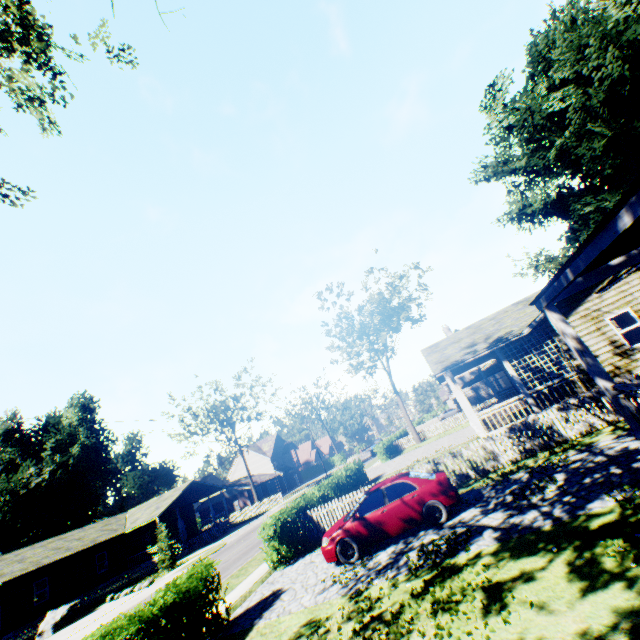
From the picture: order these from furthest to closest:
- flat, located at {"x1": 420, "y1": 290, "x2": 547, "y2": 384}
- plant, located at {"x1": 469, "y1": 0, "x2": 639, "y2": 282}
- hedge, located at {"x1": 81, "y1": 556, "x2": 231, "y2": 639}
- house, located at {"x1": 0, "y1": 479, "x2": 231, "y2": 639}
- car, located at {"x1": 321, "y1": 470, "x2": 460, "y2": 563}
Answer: plant, located at {"x1": 469, "y1": 0, "x2": 639, "y2": 282} → house, located at {"x1": 0, "y1": 479, "x2": 231, "y2": 639} → flat, located at {"x1": 420, "y1": 290, "x2": 547, "y2": 384} → car, located at {"x1": 321, "y1": 470, "x2": 460, "y2": 563} → hedge, located at {"x1": 81, "y1": 556, "x2": 231, "y2": 639}

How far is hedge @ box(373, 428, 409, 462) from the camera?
35.0m

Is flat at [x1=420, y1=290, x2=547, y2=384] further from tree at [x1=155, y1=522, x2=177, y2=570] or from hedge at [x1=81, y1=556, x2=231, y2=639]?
tree at [x1=155, y1=522, x2=177, y2=570]

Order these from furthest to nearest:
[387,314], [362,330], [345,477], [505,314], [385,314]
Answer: [385,314] → [387,314] → [362,330] → [345,477] → [505,314]

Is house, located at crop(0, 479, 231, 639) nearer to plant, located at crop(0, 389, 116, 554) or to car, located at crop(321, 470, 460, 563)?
plant, located at crop(0, 389, 116, 554)

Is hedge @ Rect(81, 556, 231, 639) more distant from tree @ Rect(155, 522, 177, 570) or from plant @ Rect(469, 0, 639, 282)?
plant @ Rect(469, 0, 639, 282)

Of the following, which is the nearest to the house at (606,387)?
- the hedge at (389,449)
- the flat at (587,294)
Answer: the flat at (587,294)

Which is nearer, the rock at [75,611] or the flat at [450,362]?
the flat at [450,362]
